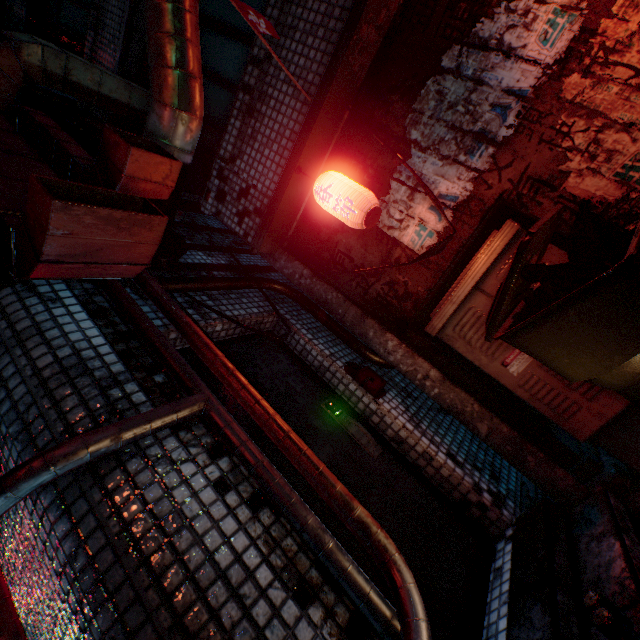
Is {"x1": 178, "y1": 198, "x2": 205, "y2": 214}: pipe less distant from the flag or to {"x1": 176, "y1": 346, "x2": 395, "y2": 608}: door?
{"x1": 176, "y1": 346, "x2": 395, "y2": 608}: door

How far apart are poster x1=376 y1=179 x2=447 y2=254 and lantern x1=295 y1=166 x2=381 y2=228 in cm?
17

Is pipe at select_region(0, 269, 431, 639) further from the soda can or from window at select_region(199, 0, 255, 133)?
window at select_region(199, 0, 255, 133)

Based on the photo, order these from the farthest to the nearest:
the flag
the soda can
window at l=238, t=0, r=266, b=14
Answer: window at l=238, t=0, r=266, b=14
the flag
the soda can

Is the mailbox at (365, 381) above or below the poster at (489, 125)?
below

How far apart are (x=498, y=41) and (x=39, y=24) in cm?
670

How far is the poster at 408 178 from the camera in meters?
2.2
